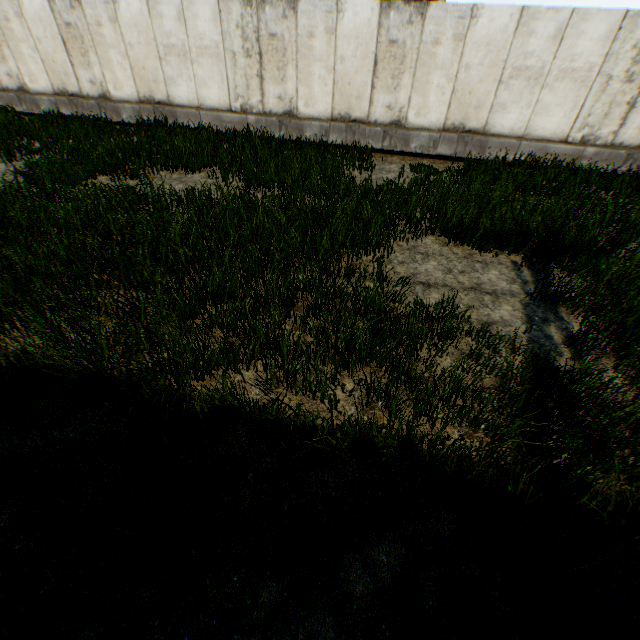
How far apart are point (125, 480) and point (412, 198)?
6.5 meters
